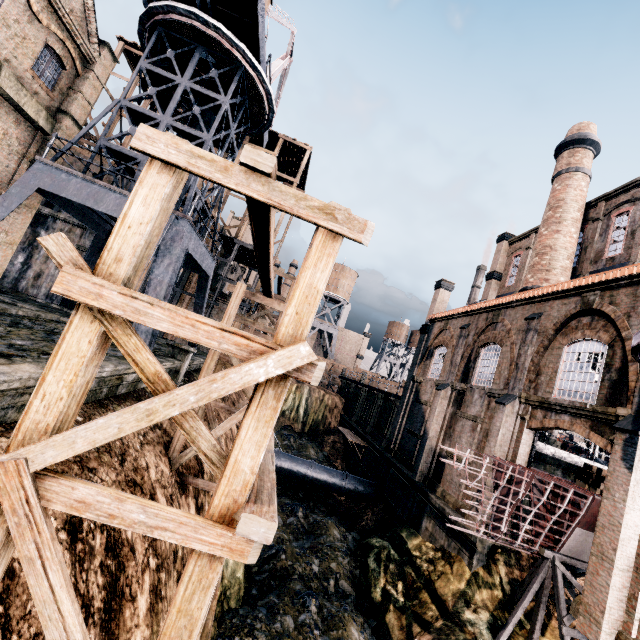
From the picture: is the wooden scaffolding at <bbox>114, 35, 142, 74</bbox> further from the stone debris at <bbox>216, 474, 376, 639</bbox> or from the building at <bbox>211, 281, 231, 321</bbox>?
the stone debris at <bbox>216, 474, 376, 639</bbox>

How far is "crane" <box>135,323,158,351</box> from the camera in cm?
1400

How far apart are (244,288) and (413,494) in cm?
1756

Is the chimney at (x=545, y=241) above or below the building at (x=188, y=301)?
above

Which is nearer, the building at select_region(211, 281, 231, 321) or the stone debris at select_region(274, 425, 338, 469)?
the building at select_region(211, 281, 231, 321)

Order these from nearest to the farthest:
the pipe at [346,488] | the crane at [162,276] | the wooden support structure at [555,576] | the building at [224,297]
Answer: the wooden support structure at [555,576], the crane at [162,276], the pipe at [346,488], the building at [224,297]

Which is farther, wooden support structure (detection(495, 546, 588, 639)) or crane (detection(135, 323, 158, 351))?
crane (detection(135, 323, 158, 351))

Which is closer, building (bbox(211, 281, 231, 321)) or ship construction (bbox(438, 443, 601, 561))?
ship construction (bbox(438, 443, 601, 561))
